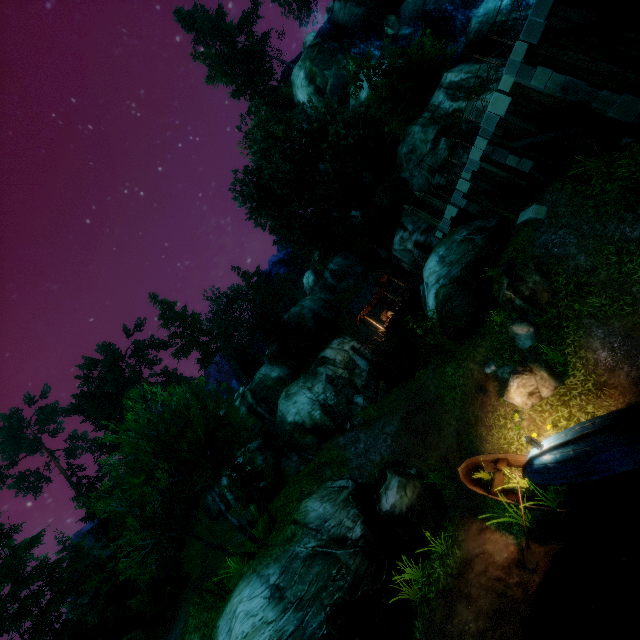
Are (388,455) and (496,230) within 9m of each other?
no

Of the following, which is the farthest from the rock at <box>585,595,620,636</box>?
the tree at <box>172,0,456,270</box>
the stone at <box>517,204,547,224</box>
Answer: the stone at <box>517,204,547,224</box>

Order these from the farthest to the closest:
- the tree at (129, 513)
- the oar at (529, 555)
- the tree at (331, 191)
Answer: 1. the tree at (331, 191)
2. the tree at (129, 513)
3. the oar at (529, 555)

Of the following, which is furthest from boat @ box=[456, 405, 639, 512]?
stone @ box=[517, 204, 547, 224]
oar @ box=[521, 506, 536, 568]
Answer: stone @ box=[517, 204, 547, 224]

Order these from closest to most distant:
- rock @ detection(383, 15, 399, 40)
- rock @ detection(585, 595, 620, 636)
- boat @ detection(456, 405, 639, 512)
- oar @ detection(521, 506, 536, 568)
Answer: rock @ detection(585, 595, 620, 636) → boat @ detection(456, 405, 639, 512) → oar @ detection(521, 506, 536, 568) → rock @ detection(383, 15, 399, 40)

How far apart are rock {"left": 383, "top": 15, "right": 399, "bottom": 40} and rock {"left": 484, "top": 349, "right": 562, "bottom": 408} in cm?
3689

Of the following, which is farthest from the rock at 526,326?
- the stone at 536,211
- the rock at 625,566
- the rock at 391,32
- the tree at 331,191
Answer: the rock at 391,32

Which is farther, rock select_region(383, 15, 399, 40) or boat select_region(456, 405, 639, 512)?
rock select_region(383, 15, 399, 40)
